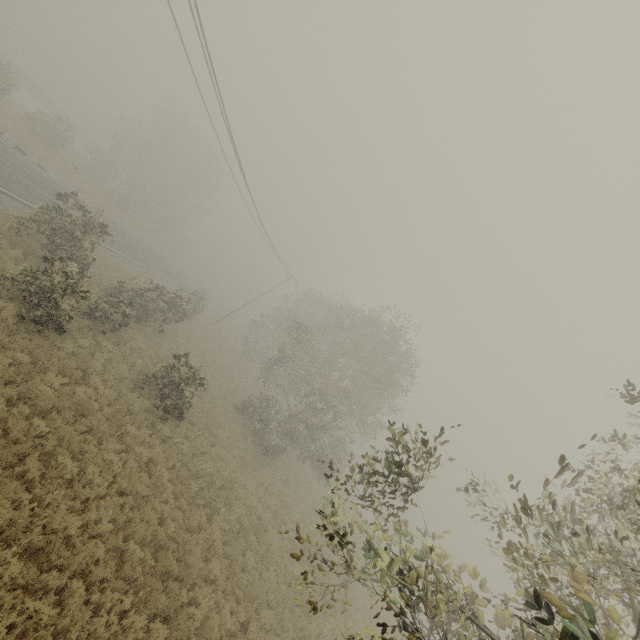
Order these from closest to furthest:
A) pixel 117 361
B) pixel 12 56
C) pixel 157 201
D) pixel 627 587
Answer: pixel 627 587 < pixel 117 361 < pixel 157 201 < pixel 12 56
